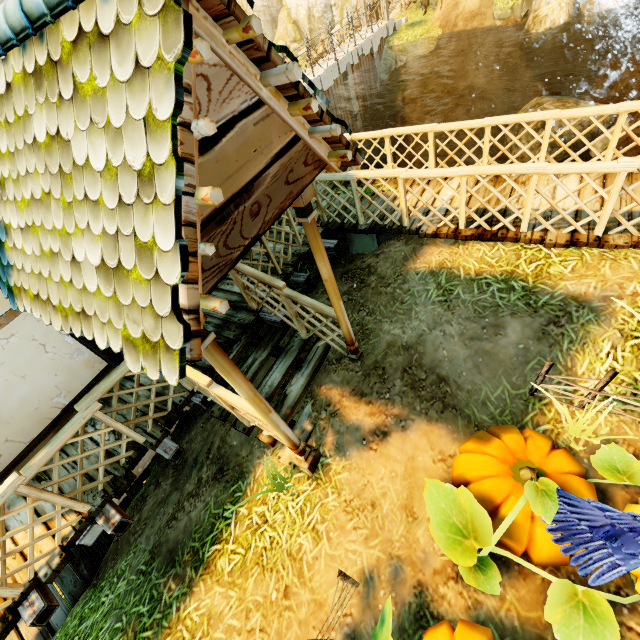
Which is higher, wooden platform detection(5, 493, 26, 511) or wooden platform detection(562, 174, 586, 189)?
wooden platform detection(562, 174, 586, 189)

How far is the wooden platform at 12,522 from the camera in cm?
389

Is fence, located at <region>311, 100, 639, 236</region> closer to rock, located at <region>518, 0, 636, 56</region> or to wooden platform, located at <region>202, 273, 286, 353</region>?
wooden platform, located at <region>202, 273, 286, 353</region>

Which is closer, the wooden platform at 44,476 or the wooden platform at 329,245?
the wooden platform at 44,476

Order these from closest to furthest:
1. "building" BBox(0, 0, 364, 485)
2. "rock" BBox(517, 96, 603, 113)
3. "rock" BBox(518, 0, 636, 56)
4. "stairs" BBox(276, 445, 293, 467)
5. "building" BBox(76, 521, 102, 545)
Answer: "building" BBox(0, 0, 364, 485), "stairs" BBox(276, 445, 293, 467), "building" BBox(76, 521, 102, 545), "rock" BBox(518, 0, 636, 56), "rock" BBox(517, 96, 603, 113)

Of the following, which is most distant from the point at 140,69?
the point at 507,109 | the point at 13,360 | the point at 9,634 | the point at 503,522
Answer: the point at 507,109

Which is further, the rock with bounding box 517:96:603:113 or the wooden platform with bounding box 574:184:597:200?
the rock with bounding box 517:96:603:113

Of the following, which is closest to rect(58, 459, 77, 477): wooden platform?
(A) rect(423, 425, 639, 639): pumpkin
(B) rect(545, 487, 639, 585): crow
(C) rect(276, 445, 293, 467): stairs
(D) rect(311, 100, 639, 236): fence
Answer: (D) rect(311, 100, 639, 236): fence
